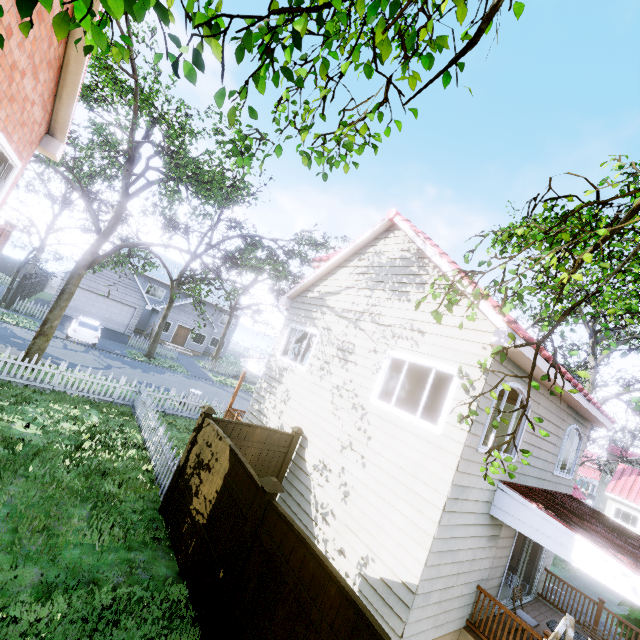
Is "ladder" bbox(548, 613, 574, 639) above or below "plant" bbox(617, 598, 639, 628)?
above

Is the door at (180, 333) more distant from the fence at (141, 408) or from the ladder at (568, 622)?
the ladder at (568, 622)

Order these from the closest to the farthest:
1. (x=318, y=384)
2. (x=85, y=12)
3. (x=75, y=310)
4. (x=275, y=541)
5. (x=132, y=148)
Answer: (x=85, y=12)
(x=275, y=541)
(x=318, y=384)
(x=132, y=148)
(x=75, y=310)

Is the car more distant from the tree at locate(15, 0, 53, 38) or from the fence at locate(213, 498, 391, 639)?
the fence at locate(213, 498, 391, 639)

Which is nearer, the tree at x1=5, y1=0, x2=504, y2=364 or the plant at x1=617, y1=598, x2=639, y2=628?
the tree at x1=5, y1=0, x2=504, y2=364

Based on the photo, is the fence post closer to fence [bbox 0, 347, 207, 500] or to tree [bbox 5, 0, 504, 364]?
fence [bbox 0, 347, 207, 500]

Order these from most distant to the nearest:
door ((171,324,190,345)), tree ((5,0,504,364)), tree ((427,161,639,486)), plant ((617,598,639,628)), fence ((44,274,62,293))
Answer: fence ((44,274,62,293))
door ((171,324,190,345))
plant ((617,598,639,628))
tree ((427,161,639,486))
tree ((5,0,504,364))

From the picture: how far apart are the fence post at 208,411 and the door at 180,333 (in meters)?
29.80
